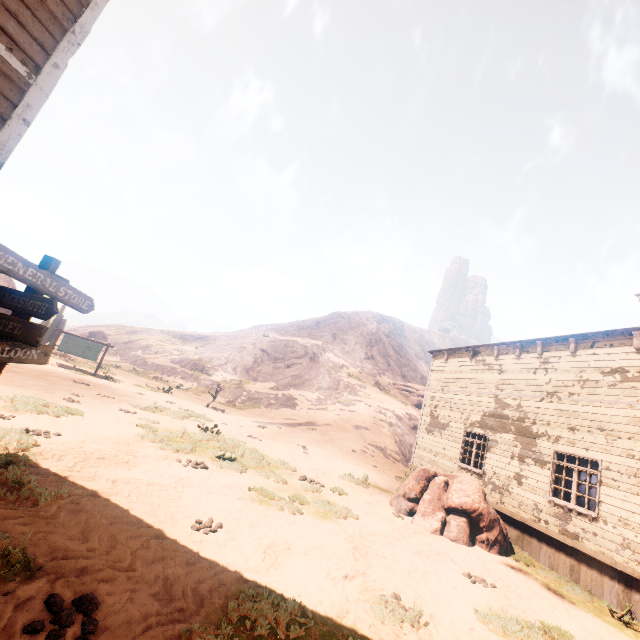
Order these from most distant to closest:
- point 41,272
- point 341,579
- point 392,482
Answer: point 392,482 < point 341,579 < point 41,272

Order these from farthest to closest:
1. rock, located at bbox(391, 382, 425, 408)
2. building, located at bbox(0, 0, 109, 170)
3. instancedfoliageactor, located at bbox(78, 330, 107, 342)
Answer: instancedfoliageactor, located at bbox(78, 330, 107, 342) < rock, located at bbox(391, 382, 425, 408) < building, located at bbox(0, 0, 109, 170)

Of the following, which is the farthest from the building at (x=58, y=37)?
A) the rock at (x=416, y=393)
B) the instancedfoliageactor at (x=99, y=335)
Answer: the instancedfoliageactor at (x=99, y=335)

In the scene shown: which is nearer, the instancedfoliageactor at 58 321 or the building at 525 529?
the building at 525 529

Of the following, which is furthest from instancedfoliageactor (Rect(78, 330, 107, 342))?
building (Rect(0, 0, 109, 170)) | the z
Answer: building (Rect(0, 0, 109, 170))

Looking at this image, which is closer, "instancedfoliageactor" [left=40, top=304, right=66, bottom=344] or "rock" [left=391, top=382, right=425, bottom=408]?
"instancedfoliageactor" [left=40, top=304, right=66, bottom=344]

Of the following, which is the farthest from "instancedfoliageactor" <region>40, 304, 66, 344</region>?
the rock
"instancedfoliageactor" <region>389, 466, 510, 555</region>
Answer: the rock

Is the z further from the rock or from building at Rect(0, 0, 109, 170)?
the rock
